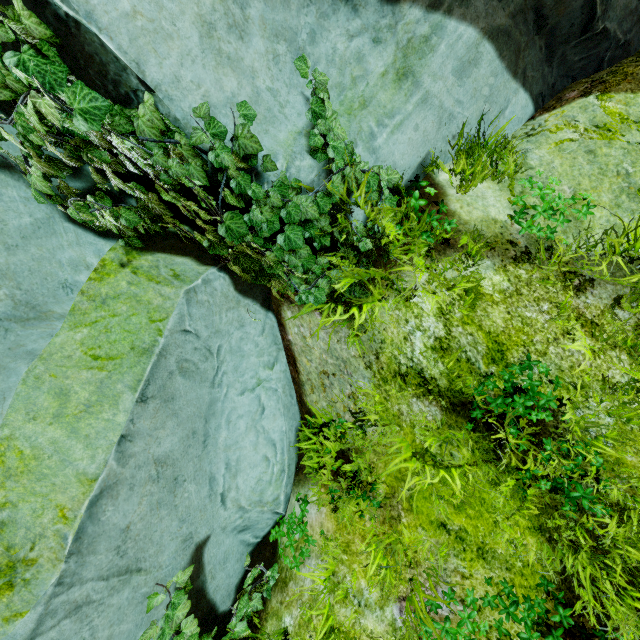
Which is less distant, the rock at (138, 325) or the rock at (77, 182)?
the rock at (138, 325)

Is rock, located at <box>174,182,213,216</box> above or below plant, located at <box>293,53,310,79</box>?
above

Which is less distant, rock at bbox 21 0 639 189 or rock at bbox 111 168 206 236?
rock at bbox 21 0 639 189

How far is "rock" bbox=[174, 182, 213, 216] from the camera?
2.54m

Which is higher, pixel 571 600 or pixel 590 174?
pixel 590 174
